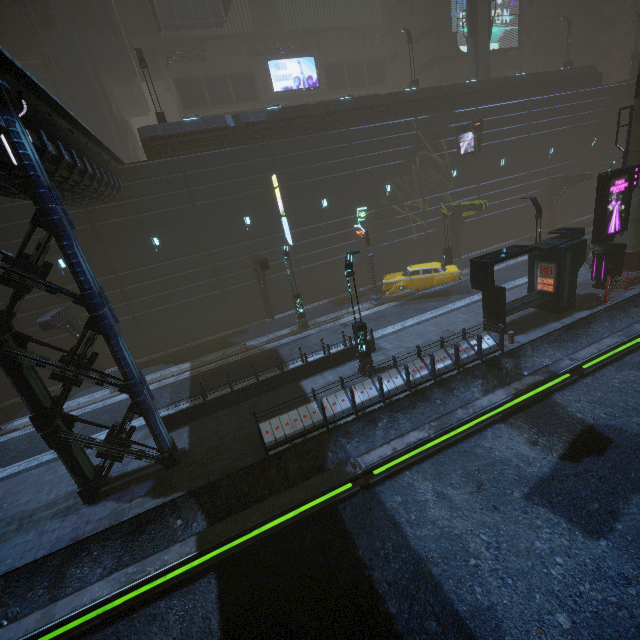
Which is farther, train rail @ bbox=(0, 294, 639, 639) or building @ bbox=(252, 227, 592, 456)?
building @ bbox=(252, 227, 592, 456)

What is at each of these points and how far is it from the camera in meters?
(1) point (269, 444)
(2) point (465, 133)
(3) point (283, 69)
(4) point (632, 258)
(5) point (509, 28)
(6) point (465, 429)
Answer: (1) building, 11.3
(2) sign, 25.2
(3) sign, 33.9
(4) sm, 18.6
(5) sign, 36.9
(6) train rail, 11.5

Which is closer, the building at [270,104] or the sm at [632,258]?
the sm at [632,258]

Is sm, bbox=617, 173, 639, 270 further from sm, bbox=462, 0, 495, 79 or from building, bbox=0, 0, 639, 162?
sm, bbox=462, 0, 495, 79

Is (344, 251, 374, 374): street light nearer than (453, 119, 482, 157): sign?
Yes

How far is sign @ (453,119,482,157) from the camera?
24.18m

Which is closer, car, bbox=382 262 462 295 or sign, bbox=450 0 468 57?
car, bbox=382 262 462 295

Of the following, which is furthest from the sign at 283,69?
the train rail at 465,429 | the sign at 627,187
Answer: the train rail at 465,429
